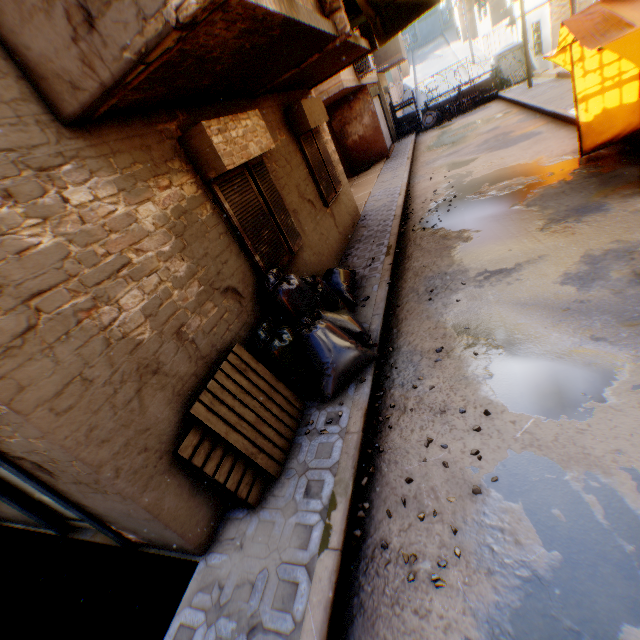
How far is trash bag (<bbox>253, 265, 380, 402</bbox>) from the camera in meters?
4.0 m

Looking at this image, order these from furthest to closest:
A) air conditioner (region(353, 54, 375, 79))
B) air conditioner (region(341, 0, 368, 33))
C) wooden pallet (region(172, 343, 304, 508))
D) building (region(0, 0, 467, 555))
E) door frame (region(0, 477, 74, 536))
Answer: air conditioner (region(353, 54, 375, 79)) < air conditioner (region(341, 0, 368, 33)) < door frame (region(0, 477, 74, 536)) < wooden pallet (region(172, 343, 304, 508)) < building (region(0, 0, 467, 555))

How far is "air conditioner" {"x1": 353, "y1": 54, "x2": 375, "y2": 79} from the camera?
12.48m

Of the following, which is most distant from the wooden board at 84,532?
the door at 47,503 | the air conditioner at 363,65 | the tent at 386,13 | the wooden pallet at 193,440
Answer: the air conditioner at 363,65

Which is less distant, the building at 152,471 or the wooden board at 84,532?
the building at 152,471

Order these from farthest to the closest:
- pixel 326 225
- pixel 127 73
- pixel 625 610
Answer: pixel 326 225 → pixel 127 73 → pixel 625 610

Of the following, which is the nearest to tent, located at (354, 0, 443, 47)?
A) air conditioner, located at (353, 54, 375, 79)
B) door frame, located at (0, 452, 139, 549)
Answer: door frame, located at (0, 452, 139, 549)

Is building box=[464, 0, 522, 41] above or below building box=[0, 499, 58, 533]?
above
